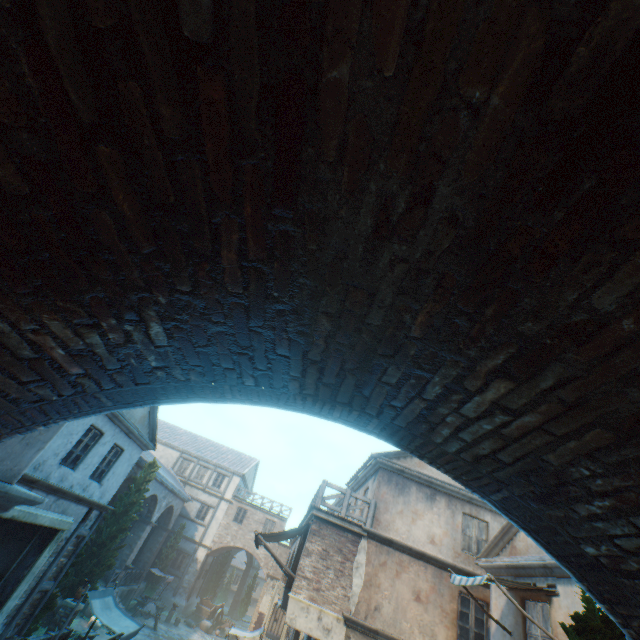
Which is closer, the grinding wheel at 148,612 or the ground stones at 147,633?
the ground stones at 147,633

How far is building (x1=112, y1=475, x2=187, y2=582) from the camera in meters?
22.5

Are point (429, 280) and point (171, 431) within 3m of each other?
no

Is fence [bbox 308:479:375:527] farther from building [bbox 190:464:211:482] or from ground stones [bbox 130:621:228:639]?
ground stones [bbox 130:621:228:639]

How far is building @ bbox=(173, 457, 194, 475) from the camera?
33.3m

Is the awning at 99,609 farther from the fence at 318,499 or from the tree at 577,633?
the tree at 577,633

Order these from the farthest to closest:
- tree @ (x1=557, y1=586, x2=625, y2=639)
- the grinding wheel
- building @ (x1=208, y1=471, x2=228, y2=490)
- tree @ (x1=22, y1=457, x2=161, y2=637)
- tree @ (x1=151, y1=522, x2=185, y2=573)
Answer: building @ (x1=208, y1=471, x2=228, y2=490) → tree @ (x1=151, y1=522, x2=185, y2=573) → the grinding wheel → tree @ (x1=22, y1=457, x2=161, y2=637) → tree @ (x1=557, y1=586, x2=625, y2=639)

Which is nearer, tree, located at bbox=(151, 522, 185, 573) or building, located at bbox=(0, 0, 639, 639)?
building, located at bbox=(0, 0, 639, 639)
